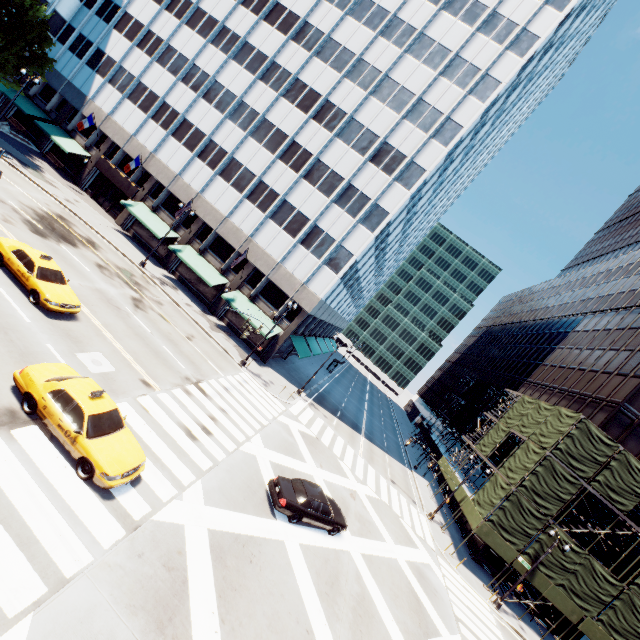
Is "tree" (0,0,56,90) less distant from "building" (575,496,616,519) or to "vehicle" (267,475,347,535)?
"vehicle" (267,475,347,535)

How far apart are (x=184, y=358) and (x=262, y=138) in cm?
2633

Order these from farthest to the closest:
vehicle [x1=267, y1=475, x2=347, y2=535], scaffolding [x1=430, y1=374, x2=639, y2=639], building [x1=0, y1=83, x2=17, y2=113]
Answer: building [x1=0, y1=83, x2=17, y2=113] → scaffolding [x1=430, y1=374, x2=639, y2=639] → vehicle [x1=267, y1=475, x2=347, y2=535]

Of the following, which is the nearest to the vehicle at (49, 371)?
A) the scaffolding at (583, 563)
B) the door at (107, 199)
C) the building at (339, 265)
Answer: the building at (339, 265)

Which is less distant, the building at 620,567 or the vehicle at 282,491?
the vehicle at 282,491

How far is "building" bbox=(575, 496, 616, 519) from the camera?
28.3 meters

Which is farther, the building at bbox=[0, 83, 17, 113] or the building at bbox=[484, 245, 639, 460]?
the building at bbox=[0, 83, 17, 113]

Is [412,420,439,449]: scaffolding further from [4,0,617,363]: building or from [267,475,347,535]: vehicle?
[4,0,617,363]: building
